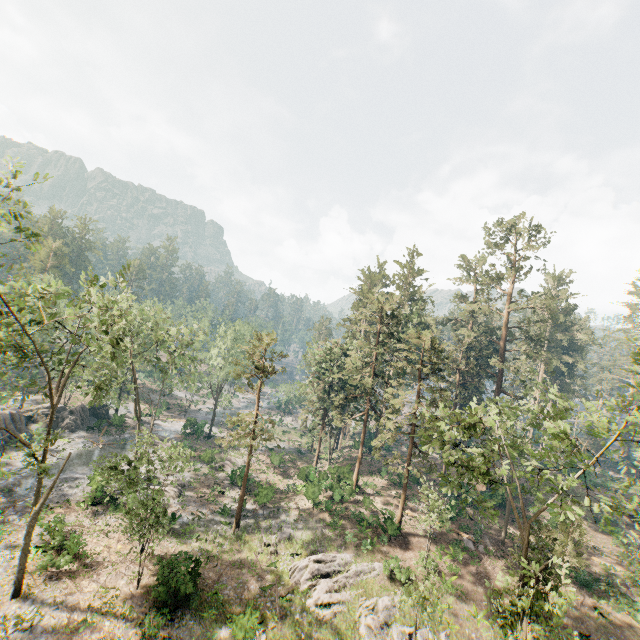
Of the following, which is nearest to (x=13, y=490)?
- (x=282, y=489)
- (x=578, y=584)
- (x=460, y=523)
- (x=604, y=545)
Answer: (x=282, y=489)

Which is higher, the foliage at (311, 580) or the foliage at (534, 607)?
the foliage at (534, 607)

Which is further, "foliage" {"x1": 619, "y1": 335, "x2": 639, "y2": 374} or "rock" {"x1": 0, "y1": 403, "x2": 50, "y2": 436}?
"rock" {"x1": 0, "y1": 403, "x2": 50, "y2": 436}

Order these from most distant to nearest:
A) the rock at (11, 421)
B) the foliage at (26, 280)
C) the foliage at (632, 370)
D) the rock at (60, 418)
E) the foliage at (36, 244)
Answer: the rock at (60, 418) → the rock at (11, 421) → the foliage at (26, 280) → the foliage at (632, 370) → the foliage at (36, 244)

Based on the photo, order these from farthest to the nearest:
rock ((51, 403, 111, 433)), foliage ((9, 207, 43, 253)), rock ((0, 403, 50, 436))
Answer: rock ((51, 403, 111, 433)), rock ((0, 403, 50, 436)), foliage ((9, 207, 43, 253))

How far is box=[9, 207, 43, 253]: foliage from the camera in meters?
14.3 m

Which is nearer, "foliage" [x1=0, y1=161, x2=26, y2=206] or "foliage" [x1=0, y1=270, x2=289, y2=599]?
"foliage" [x1=0, y1=161, x2=26, y2=206]

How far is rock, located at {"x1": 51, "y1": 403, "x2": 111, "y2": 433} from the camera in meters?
42.9
